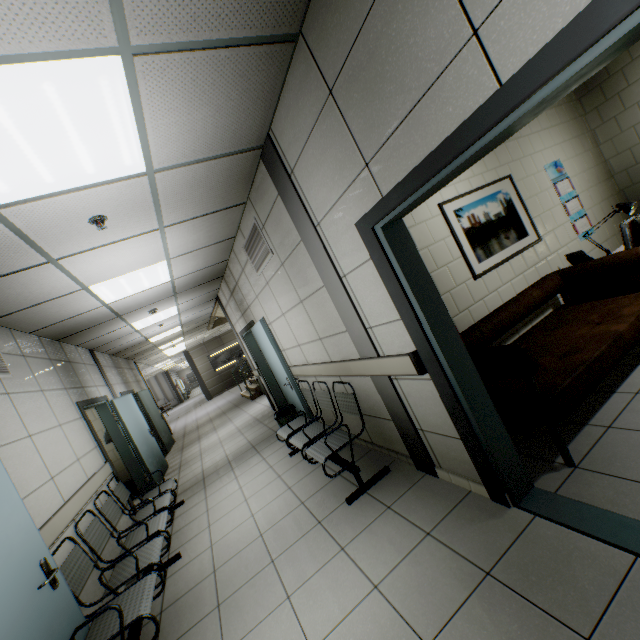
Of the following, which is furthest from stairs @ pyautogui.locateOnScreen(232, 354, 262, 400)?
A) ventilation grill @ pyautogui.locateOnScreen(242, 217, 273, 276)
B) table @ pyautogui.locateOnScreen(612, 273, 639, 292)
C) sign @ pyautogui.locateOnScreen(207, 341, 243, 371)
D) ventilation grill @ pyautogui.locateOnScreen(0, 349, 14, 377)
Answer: table @ pyautogui.locateOnScreen(612, 273, 639, 292)

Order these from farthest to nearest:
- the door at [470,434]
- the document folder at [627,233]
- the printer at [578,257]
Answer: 1. the printer at [578,257]
2. the document folder at [627,233]
3. the door at [470,434]

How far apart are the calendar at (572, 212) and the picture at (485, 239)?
0.7m

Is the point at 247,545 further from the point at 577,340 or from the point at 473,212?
the point at 473,212

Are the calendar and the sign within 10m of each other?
no

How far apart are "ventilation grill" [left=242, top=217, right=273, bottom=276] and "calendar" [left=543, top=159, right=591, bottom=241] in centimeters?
370cm

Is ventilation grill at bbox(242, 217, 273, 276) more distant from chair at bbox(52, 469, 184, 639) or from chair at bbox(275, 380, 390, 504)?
chair at bbox(52, 469, 184, 639)

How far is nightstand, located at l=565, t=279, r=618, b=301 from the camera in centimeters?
349cm
